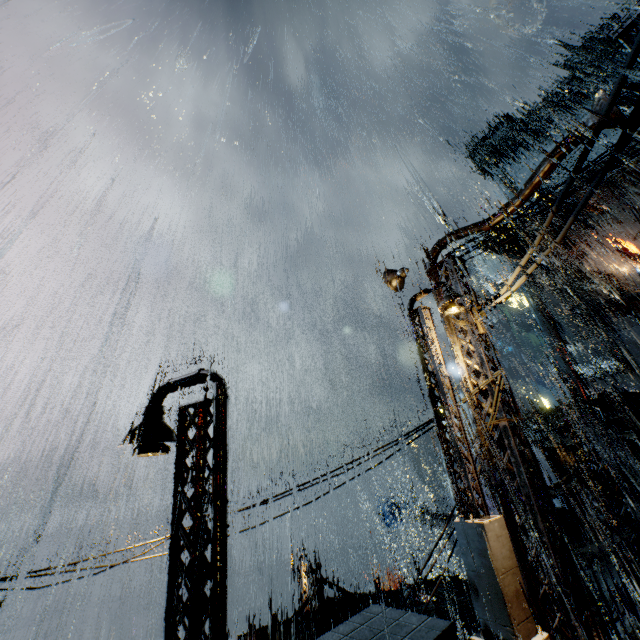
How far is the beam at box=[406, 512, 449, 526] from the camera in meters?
27.2 m

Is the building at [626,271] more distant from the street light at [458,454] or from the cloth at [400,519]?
the cloth at [400,519]

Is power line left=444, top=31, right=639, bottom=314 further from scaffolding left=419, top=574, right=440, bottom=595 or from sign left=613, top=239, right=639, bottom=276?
sign left=613, top=239, right=639, bottom=276

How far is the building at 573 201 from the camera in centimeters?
4234cm

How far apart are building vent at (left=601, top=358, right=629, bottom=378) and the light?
43.8m

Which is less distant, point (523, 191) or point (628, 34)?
point (523, 191)

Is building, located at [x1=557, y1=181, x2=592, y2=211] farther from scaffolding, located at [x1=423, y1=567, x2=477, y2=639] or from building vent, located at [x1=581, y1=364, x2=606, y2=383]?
scaffolding, located at [x1=423, y1=567, x2=477, y2=639]

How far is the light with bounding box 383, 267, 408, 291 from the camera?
10.1 meters
